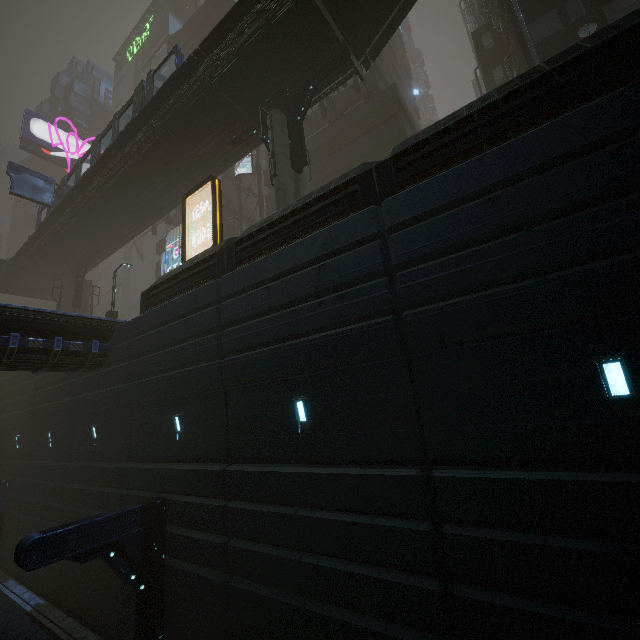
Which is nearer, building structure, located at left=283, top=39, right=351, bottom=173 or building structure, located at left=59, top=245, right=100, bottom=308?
building structure, located at left=283, top=39, right=351, bottom=173

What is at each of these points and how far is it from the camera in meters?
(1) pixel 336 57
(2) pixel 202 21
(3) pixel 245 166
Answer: (1) building structure, 14.5 m
(2) building, 38.5 m
(3) building, 29.8 m

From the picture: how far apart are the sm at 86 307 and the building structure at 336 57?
25.74m

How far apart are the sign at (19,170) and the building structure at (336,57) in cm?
2104

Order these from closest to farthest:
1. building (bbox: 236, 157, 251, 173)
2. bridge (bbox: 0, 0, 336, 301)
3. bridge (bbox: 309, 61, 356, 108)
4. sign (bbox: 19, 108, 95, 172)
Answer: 1. bridge (bbox: 0, 0, 336, 301)
2. bridge (bbox: 309, 61, 356, 108)
3. building (bbox: 236, 157, 251, 173)
4. sign (bbox: 19, 108, 95, 172)

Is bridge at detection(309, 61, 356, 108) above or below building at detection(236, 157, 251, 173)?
below

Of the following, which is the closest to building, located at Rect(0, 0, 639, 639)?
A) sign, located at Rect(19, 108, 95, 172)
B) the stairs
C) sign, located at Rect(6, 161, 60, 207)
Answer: sign, located at Rect(19, 108, 95, 172)
